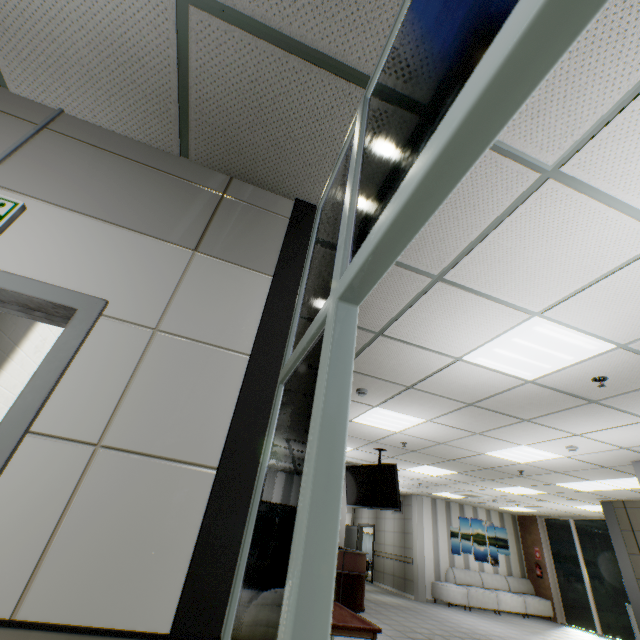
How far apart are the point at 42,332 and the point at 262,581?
5.72m

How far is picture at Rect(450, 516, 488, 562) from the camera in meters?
12.5 m

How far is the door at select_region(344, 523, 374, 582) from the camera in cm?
1445

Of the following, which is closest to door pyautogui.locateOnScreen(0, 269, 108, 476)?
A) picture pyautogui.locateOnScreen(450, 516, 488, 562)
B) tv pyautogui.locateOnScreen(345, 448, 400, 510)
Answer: tv pyautogui.locateOnScreen(345, 448, 400, 510)

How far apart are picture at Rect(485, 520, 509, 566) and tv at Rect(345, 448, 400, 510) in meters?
8.1

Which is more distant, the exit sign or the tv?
the tv

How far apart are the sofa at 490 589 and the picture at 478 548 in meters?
0.3

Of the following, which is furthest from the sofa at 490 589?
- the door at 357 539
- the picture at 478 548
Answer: the door at 357 539
